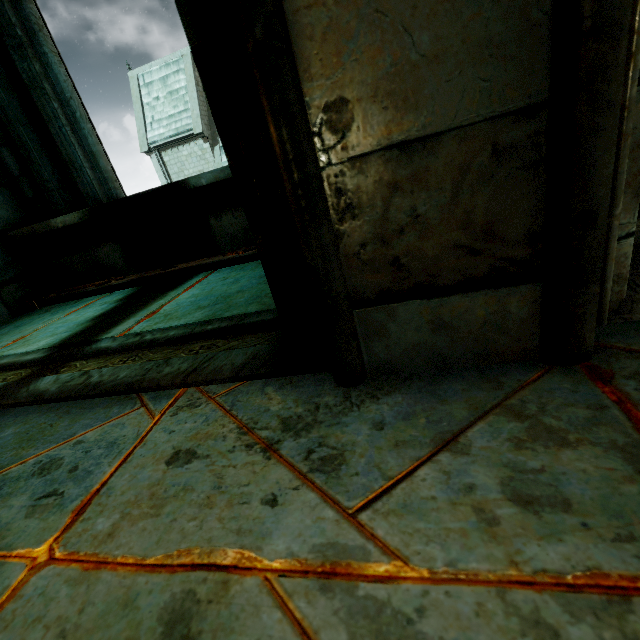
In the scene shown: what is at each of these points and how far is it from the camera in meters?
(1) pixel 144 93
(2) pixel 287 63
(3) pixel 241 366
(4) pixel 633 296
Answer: (1) building, 24.5
(2) stone column, 0.6
(3) trim, 1.0
(4) trim, 0.8

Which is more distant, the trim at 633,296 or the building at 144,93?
the building at 144,93

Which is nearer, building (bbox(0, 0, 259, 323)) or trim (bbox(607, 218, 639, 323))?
trim (bbox(607, 218, 639, 323))

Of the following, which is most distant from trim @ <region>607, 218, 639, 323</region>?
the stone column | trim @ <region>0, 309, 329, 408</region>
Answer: trim @ <region>0, 309, 329, 408</region>

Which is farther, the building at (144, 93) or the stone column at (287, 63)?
the building at (144, 93)

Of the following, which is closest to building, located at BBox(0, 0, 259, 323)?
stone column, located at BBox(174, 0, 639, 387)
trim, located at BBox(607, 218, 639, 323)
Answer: stone column, located at BBox(174, 0, 639, 387)

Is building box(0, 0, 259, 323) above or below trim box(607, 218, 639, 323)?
above
